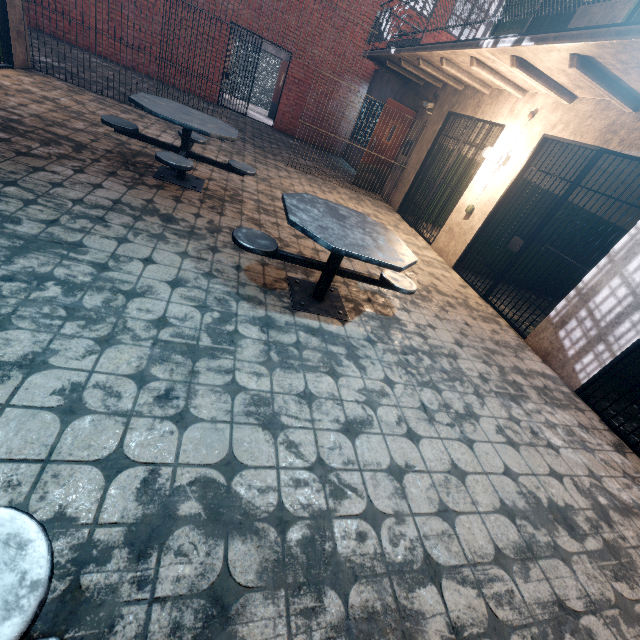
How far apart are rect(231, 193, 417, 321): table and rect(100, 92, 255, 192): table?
1.41m

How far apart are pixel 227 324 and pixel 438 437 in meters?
1.8 m

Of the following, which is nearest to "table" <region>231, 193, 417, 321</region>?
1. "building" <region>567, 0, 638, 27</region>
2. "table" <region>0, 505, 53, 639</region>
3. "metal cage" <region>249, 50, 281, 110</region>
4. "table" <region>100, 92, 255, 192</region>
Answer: "table" <region>100, 92, 255, 192</region>

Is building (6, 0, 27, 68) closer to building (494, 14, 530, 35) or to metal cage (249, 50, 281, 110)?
building (494, 14, 530, 35)

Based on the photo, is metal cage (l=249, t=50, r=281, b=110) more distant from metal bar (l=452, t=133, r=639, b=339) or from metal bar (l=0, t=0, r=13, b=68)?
metal bar (l=452, t=133, r=639, b=339)

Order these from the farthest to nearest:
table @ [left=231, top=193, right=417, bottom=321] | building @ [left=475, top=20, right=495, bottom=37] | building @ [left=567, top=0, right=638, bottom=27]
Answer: building @ [left=475, top=20, right=495, bottom=37] < building @ [left=567, top=0, right=638, bottom=27] < table @ [left=231, top=193, right=417, bottom=321]

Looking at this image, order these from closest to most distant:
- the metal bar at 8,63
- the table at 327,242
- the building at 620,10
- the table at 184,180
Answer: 1. the table at 327,242
2. the table at 184,180
3. the building at 620,10
4. the metal bar at 8,63

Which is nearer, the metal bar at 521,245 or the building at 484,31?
the metal bar at 521,245
